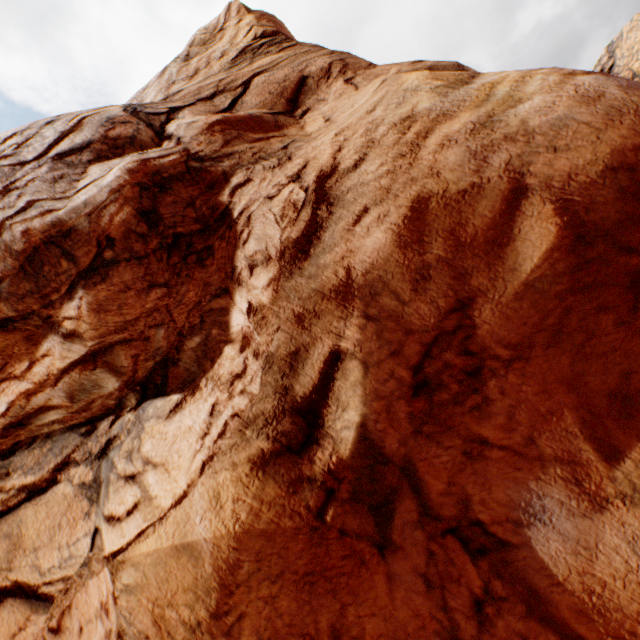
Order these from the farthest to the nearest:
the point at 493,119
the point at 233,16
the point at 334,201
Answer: the point at 233,16, the point at 334,201, the point at 493,119
